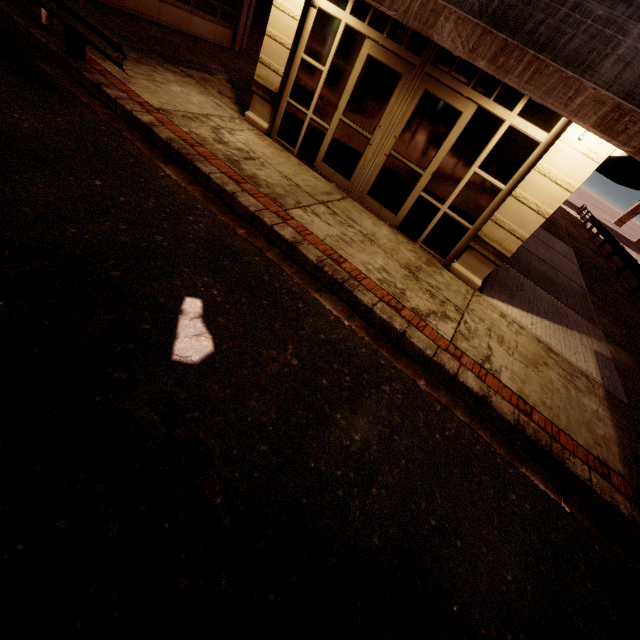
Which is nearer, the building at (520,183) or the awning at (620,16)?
the awning at (620,16)

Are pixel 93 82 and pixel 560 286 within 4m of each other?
no

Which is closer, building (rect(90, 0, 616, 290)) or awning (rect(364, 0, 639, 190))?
awning (rect(364, 0, 639, 190))

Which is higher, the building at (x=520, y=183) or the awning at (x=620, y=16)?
the awning at (x=620, y=16)

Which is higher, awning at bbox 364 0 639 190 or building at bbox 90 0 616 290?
awning at bbox 364 0 639 190
